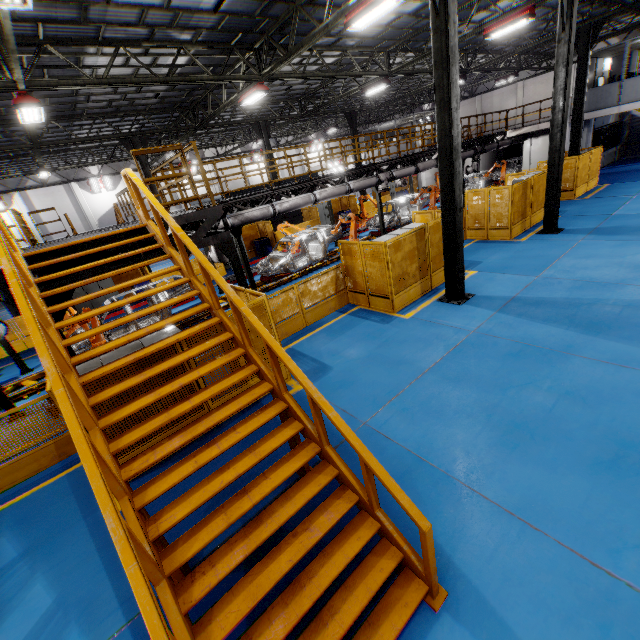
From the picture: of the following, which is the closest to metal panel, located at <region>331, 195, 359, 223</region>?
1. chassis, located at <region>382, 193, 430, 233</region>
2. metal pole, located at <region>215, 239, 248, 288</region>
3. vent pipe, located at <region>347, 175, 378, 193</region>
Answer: metal pole, located at <region>215, 239, 248, 288</region>

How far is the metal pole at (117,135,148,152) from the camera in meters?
16.2

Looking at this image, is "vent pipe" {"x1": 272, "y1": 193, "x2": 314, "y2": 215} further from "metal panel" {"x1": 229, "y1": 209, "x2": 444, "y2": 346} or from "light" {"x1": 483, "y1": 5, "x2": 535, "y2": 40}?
"light" {"x1": 483, "y1": 5, "x2": 535, "y2": 40}

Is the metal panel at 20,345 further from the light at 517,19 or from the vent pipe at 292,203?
the light at 517,19

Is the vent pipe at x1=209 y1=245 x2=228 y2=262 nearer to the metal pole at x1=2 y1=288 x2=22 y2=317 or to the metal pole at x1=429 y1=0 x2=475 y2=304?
the metal pole at x1=429 y1=0 x2=475 y2=304

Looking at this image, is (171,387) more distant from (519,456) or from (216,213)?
(519,456)

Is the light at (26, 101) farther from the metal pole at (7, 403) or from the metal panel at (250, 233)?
the metal panel at (250, 233)

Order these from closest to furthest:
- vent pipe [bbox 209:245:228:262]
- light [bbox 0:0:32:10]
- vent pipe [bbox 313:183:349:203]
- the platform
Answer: light [bbox 0:0:32:10] → the platform → vent pipe [bbox 209:245:228:262] → vent pipe [bbox 313:183:349:203]
